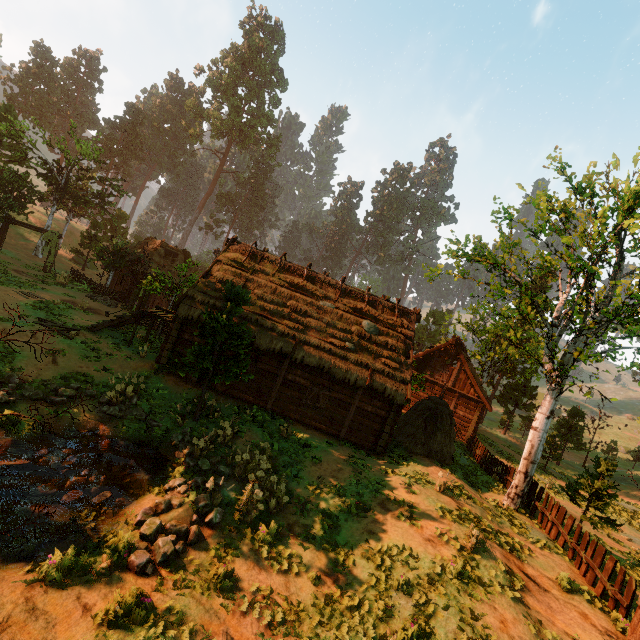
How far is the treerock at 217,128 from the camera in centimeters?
5566cm

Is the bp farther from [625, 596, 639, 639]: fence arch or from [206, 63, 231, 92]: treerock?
[625, 596, 639, 639]: fence arch

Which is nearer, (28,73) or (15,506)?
(15,506)

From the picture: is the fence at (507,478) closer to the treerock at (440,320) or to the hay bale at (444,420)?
the treerock at (440,320)

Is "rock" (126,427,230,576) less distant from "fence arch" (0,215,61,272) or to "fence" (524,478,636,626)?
"fence" (524,478,636,626)

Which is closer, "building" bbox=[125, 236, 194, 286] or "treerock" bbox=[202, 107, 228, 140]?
"building" bbox=[125, 236, 194, 286]

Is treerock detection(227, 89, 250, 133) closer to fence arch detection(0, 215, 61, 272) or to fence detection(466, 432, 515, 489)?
fence arch detection(0, 215, 61, 272)

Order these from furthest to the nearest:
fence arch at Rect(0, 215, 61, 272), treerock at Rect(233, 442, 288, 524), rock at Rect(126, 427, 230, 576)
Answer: fence arch at Rect(0, 215, 61, 272) → treerock at Rect(233, 442, 288, 524) → rock at Rect(126, 427, 230, 576)
